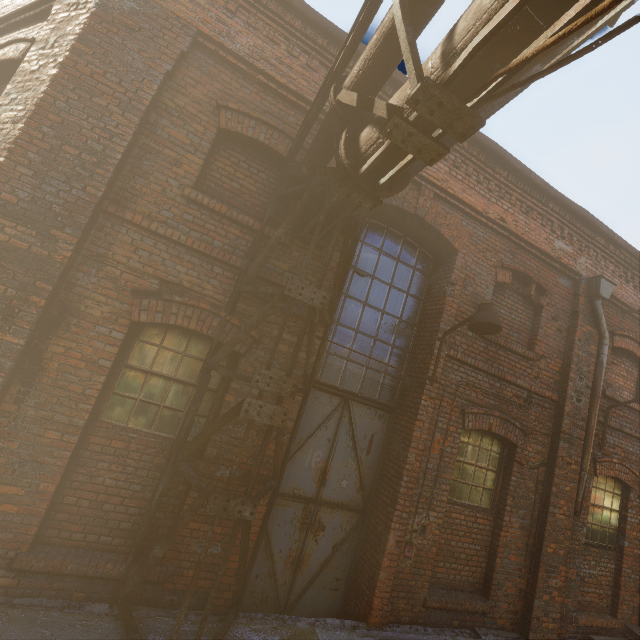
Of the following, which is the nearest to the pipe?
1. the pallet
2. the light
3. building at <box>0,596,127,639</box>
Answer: building at <box>0,596,127,639</box>

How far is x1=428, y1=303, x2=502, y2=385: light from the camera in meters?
4.3

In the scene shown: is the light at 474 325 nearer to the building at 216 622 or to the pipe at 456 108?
the pipe at 456 108

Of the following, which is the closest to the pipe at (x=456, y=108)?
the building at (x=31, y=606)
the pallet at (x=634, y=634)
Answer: the building at (x=31, y=606)

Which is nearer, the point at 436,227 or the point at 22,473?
the point at 22,473

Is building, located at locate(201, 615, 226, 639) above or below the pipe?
below
